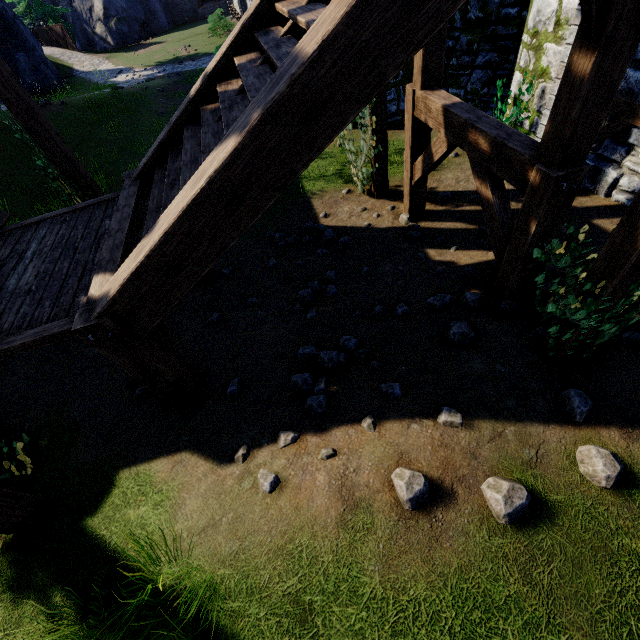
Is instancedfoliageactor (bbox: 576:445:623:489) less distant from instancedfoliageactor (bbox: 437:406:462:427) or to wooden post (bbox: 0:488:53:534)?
instancedfoliageactor (bbox: 437:406:462:427)

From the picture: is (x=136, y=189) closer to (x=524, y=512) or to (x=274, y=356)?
(x=274, y=356)

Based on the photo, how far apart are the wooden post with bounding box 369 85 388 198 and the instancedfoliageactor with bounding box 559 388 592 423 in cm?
611

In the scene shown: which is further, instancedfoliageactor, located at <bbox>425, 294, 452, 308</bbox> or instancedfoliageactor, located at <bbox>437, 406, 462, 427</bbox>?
instancedfoliageactor, located at <bbox>425, 294, 452, 308</bbox>

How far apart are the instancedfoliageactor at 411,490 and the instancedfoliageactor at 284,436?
1.1 meters

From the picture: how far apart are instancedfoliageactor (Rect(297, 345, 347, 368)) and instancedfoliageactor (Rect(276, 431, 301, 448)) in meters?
1.1

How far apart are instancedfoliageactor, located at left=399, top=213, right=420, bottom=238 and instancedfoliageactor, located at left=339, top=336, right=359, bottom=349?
3.4m

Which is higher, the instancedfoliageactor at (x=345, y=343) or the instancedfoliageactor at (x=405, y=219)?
the instancedfoliageactor at (x=345, y=343)
